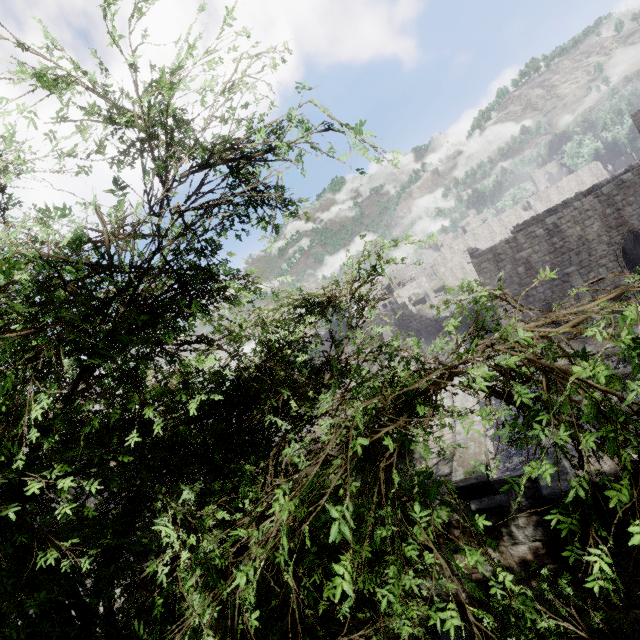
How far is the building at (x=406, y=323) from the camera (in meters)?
32.59

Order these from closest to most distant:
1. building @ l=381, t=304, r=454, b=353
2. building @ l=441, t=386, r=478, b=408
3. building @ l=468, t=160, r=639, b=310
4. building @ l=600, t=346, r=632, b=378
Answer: building @ l=600, t=346, r=632, b=378 < building @ l=441, t=386, r=478, b=408 < building @ l=468, t=160, r=639, b=310 < building @ l=381, t=304, r=454, b=353

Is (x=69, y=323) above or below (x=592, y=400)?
above

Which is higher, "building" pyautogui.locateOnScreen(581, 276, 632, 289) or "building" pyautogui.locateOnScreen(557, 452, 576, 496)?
"building" pyautogui.locateOnScreen(557, 452, 576, 496)

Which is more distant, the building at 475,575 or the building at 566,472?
the building at 475,575

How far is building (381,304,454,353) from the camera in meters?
32.6 m
